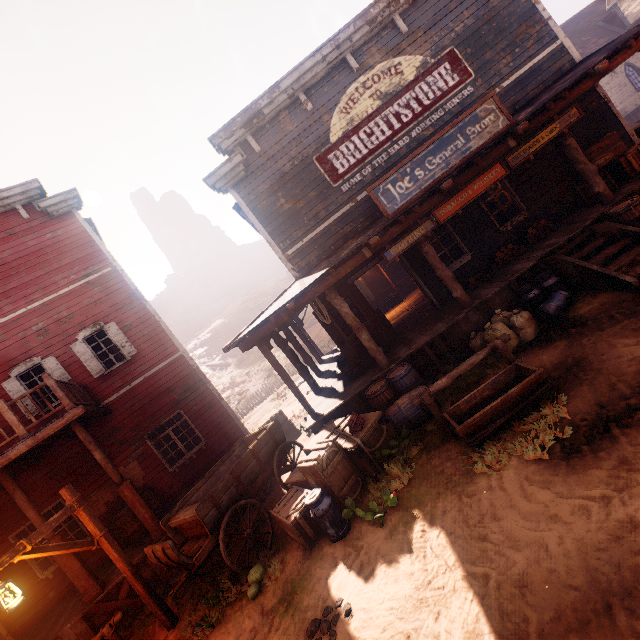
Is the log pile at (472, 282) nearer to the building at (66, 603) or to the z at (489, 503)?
the building at (66, 603)

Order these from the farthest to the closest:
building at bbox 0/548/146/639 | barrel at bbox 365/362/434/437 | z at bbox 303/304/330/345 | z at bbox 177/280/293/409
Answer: z at bbox 177/280/293/409 < z at bbox 303/304/330/345 < building at bbox 0/548/146/639 < barrel at bbox 365/362/434/437

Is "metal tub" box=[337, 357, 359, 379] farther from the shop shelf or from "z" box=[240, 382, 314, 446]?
the shop shelf

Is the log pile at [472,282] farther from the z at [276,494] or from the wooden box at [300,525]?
the wooden box at [300,525]

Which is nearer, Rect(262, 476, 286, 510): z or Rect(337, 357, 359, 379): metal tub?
Rect(262, 476, 286, 510): z

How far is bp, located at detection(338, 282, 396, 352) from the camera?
9.2 meters

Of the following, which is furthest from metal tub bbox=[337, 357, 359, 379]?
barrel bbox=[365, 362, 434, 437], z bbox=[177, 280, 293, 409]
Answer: z bbox=[177, 280, 293, 409]

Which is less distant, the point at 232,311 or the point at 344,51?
the point at 344,51
